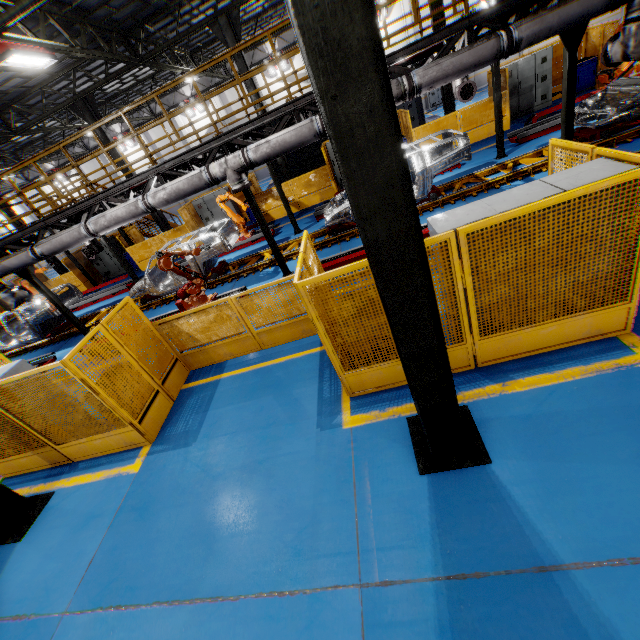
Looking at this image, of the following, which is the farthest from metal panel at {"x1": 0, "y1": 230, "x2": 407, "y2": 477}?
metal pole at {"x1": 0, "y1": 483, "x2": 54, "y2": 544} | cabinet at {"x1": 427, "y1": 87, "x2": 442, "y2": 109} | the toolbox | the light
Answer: cabinet at {"x1": 427, "y1": 87, "x2": 442, "y2": 109}

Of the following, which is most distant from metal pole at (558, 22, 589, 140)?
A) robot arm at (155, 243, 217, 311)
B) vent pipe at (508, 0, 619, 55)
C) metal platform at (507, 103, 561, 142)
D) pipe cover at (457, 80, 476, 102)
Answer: metal platform at (507, 103, 561, 142)

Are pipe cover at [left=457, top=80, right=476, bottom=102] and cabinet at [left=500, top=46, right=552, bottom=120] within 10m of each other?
yes

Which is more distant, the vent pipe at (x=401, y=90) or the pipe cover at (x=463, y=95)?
the pipe cover at (x=463, y=95)

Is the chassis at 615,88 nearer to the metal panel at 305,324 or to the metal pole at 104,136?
the metal panel at 305,324

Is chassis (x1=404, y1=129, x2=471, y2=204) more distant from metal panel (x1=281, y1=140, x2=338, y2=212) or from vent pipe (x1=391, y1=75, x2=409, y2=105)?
metal panel (x1=281, y1=140, x2=338, y2=212)

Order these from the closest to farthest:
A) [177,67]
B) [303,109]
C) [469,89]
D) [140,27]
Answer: [303,109] < [469,89] < [140,27] < [177,67]

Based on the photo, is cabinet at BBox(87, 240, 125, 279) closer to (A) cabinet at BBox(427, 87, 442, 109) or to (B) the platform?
(B) the platform
